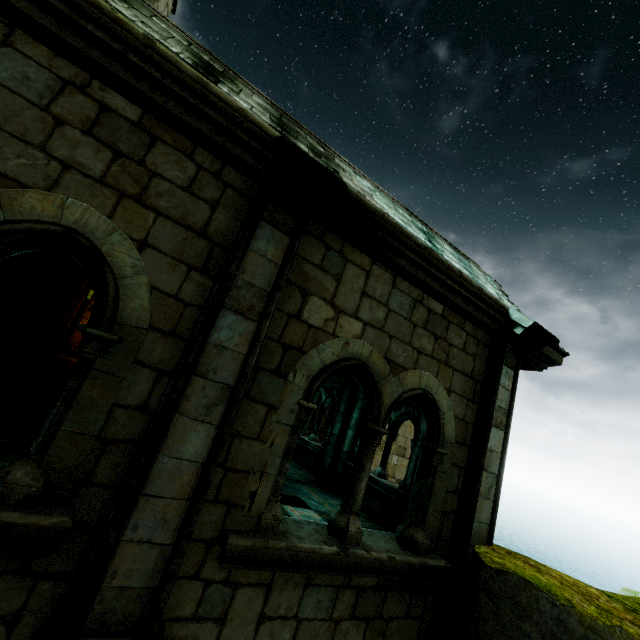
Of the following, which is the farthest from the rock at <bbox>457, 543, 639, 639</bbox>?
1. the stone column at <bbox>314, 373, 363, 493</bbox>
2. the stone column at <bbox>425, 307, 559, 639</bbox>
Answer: the stone column at <bbox>314, 373, 363, 493</bbox>

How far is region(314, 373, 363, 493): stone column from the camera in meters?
9.6 m

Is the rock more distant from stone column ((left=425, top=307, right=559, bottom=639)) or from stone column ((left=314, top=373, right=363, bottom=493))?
stone column ((left=314, top=373, right=363, bottom=493))

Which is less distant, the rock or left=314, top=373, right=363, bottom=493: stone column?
the rock

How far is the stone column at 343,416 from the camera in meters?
9.6 m

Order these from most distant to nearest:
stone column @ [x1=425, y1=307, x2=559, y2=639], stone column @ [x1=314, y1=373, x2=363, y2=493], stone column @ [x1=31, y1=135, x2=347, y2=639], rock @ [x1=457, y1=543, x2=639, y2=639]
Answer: stone column @ [x1=314, y1=373, x2=363, y2=493], stone column @ [x1=425, y1=307, x2=559, y2=639], rock @ [x1=457, y1=543, x2=639, y2=639], stone column @ [x1=31, y1=135, x2=347, y2=639]

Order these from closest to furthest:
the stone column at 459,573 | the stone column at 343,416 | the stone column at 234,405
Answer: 1. the stone column at 234,405
2. the stone column at 459,573
3. the stone column at 343,416

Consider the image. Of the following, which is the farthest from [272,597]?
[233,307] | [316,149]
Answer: [316,149]
